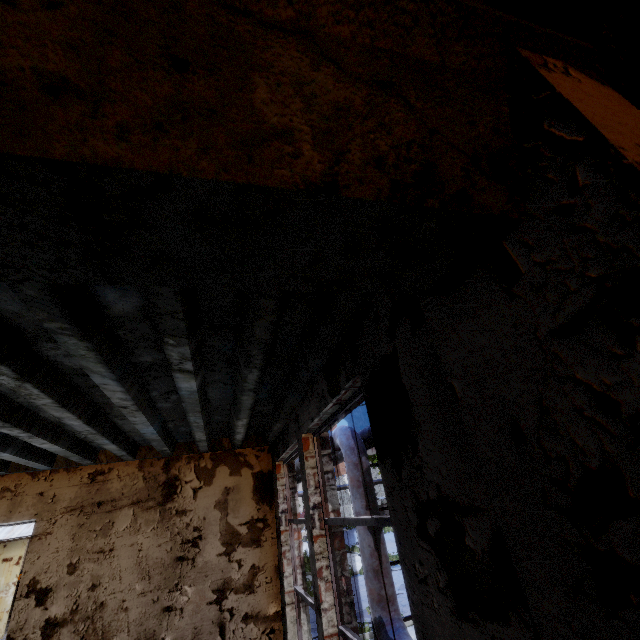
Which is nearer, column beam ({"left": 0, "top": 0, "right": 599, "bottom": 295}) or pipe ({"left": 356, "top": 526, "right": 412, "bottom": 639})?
column beam ({"left": 0, "top": 0, "right": 599, "bottom": 295})

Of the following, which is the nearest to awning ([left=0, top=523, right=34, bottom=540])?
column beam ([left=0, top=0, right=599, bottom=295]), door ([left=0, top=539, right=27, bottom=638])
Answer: door ([left=0, top=539, right=27, bottom=638])

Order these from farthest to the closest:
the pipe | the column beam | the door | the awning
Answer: the awning, the door, the pipe, the column beam

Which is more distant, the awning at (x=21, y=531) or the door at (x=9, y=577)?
the awning at (x=21, y=531)

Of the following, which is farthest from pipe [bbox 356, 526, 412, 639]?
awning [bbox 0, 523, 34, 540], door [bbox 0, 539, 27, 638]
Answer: door [bbox 0, 539, 27, 638]

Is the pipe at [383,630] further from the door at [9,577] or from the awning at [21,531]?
the door at [9,577]

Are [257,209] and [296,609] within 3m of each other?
no
